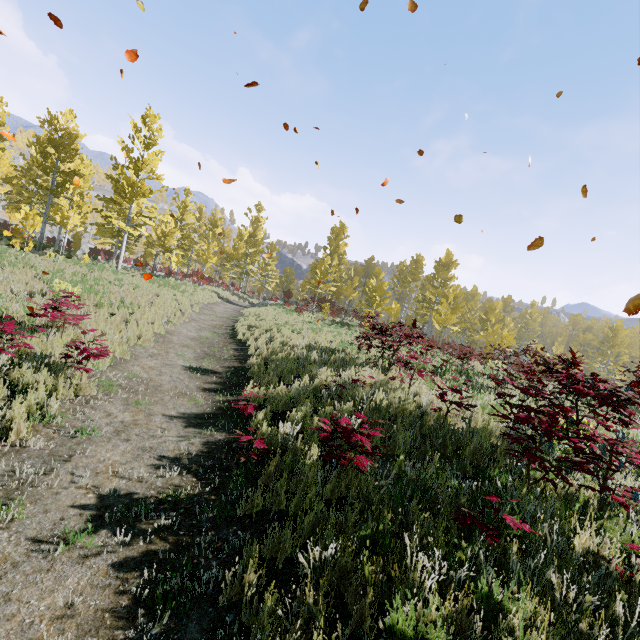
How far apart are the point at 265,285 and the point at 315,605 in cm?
4318
